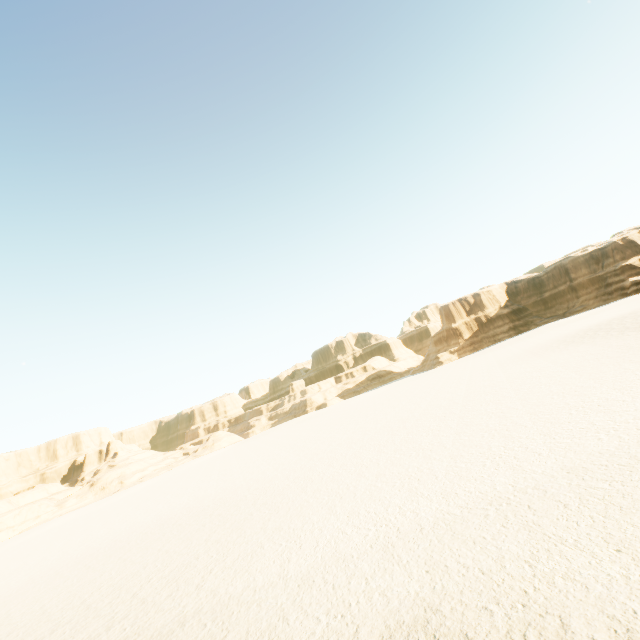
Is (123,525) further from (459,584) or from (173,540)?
(459,584)
